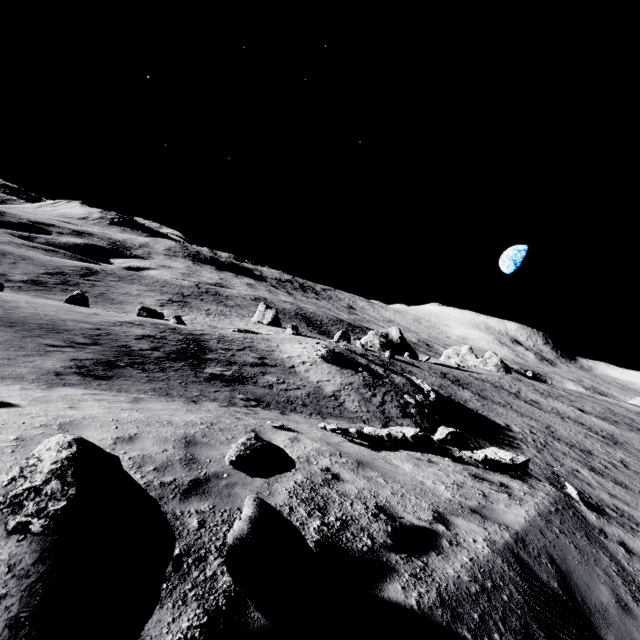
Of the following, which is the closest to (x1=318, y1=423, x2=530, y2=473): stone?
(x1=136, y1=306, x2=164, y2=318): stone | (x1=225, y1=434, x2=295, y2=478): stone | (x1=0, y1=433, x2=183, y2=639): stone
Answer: (x1=225, y1=434, x2=295, y2=478): stone

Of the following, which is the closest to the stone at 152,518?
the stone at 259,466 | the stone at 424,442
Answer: the stone at 259,466

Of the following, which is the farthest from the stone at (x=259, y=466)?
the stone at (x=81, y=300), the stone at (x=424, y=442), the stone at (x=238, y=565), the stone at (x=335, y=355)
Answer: the stone at (x=81, y=300)

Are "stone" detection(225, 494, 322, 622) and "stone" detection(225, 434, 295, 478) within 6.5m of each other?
yes

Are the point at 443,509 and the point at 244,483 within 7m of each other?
yes

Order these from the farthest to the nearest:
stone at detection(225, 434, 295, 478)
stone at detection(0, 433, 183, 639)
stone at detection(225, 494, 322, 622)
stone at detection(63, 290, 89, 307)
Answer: stone at detection(63, 290, 89, 307) → stone at detection(225, 434, 295, 478) → stone at detection(225, 494, 322, 622) → stone at detection(0, 433, 183, 639)

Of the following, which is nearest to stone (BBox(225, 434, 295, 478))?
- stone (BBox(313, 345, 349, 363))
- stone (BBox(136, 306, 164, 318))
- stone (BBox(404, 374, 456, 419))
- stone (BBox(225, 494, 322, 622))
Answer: stone (BBox(225, 494, 322, 622))

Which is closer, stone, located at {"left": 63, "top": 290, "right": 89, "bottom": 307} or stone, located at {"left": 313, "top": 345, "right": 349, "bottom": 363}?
stone, located at {"left": 313, "top": 345, "right": 349, "bottom": 363}
